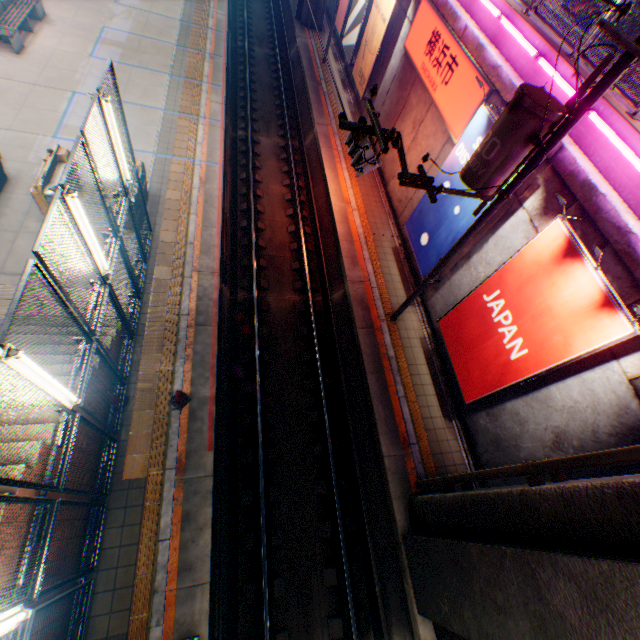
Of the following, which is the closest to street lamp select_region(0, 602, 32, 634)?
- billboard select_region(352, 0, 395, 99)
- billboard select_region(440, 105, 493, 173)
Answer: billboard select_region(440, 105, 493, 173)

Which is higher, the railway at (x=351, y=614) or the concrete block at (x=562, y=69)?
the concrete block at (x=562, y=69)

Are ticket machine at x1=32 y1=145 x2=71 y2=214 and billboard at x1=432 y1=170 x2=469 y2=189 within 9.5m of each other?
no

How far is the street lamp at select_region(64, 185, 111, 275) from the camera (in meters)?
4.73

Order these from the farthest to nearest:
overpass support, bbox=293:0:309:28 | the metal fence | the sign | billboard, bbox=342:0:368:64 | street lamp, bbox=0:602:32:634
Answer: overpass support, bbox=293:0:309:28 < billboard, bbox=342:0:368:64 < the sign < the metal fence < street lamp, bbox=0:602:32:634

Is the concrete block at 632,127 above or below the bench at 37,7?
above

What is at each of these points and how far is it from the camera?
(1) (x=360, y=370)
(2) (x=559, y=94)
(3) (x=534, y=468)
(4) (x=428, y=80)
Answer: (1) railway, 10.6m
(2) concrete block, 7.5m
(3) pipe, 5.4m
(4) sign, 11.7m

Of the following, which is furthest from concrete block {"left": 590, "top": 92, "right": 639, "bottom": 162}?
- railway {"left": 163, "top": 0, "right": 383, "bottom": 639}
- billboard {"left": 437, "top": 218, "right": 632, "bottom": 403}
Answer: railway {"left": 163, "top": 0, "right": 383, "bottom": 639}
